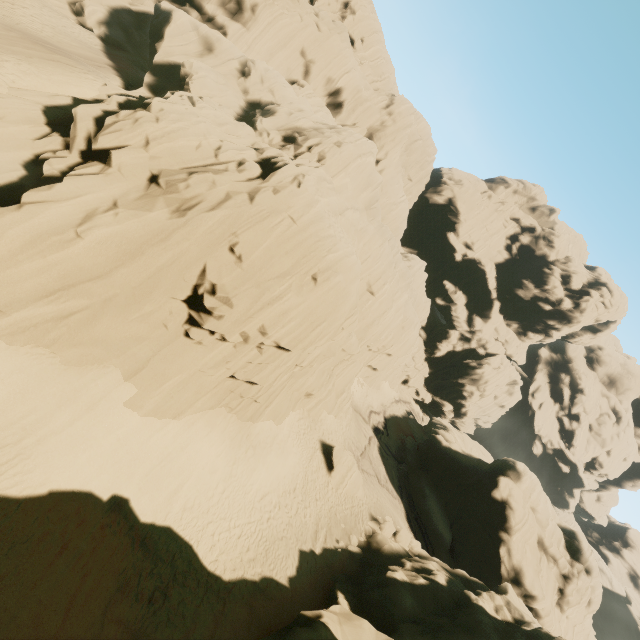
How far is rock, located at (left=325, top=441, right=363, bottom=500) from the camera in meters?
24.2 m

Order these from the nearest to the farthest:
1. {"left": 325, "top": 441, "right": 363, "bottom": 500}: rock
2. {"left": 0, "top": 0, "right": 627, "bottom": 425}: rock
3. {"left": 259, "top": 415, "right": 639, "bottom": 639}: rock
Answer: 1. {"left": 0, "top": 0, "right": 627, "bottom": 425}: rock
2. {"left": 259, "top": 415, "right": 639, "bottom": 639}: rock
3. {"left": 325, "top": 441, "right": 363, "bottom": 500}: rock

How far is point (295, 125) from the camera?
21.47m

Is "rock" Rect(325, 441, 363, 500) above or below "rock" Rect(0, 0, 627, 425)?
below

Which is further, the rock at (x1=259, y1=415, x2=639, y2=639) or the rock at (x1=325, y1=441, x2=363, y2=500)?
the rock at (x1=325, y1=441, x2=363, y2=500)

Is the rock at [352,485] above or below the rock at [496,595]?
below

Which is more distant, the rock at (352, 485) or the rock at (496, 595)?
the rock at (352, 485)
